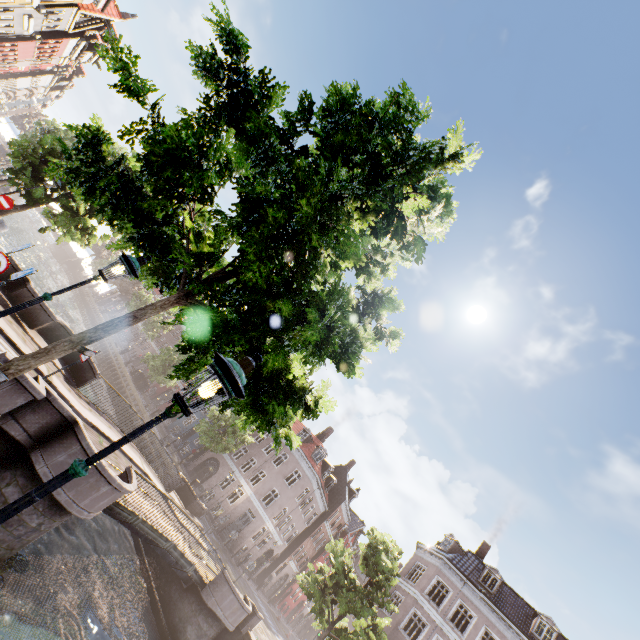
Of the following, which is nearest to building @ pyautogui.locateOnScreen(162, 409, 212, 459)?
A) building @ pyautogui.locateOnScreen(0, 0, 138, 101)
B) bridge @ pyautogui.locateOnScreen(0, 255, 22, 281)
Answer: bridge @ pyautogui.locateOnScreen(0, 255, 22, 281)

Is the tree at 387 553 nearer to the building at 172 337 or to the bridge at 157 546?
the bridge at 157 546

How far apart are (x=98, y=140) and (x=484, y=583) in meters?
36.0 m

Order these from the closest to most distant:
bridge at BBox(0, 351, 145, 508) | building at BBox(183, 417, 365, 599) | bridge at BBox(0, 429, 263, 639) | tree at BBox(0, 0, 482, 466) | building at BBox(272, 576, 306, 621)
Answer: tree at BBox(0, 0, 482, 466)
bridge at BBox(0, 351, 145, 508)
bridge at BBox(0, 429, 263, 639)
building at BBox(183, 417, 365, 599)
building at BBox(272, 576, 306, 621)

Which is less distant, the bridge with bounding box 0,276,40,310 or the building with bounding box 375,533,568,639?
the bridge with bounding box 0,276,40,310

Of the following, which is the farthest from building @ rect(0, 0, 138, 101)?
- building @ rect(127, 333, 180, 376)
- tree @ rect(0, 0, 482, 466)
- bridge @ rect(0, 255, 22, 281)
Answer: building @ rect(127, 333, 180, 376)

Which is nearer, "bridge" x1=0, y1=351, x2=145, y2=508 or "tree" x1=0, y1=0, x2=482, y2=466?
"tree" x1=0, y1=0, x2=482, y2=466

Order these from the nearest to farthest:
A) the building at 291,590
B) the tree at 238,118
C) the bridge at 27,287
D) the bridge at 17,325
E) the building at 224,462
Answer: the tree at 238,118
the bridge at 17,325
the bridge at 27,287
the building at 224,462
the building at 291,590
